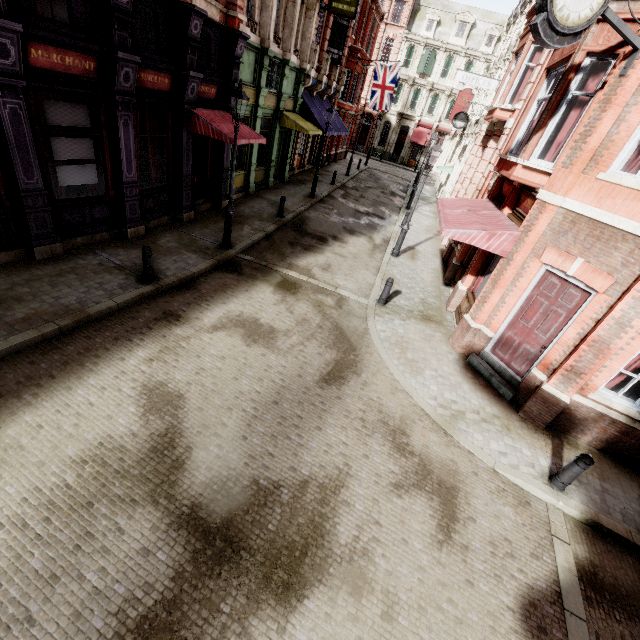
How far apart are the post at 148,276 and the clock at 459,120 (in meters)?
22.18

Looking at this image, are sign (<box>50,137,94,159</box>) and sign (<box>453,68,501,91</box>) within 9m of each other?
no

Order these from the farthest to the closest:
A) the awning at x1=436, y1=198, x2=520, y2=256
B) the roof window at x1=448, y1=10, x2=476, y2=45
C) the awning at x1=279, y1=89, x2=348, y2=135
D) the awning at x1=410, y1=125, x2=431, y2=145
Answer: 1. the awning at x1=410, y1=125, x2=431, y2=145
2. the roof window at x1=448, y1=10, x2=476, y2=45
3. the awning at x1=279, y1=89, x2=348, y2=135
4. the awning at x1=436, y1=198, x2=520, y2=256

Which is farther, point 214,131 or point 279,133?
point 279,133

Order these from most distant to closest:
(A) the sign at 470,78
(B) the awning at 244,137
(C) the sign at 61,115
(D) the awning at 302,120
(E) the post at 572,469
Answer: (A) the sign at 470,78, (D) the awning at 302,120, (B) the awning at 244,137, (C) the sign at 61,115, (E) the post at 572,469

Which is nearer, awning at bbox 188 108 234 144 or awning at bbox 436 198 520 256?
awning at bbox 436 198 520 256

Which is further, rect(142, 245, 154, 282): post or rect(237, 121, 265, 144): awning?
rect(237, 121, 265, 144): awning

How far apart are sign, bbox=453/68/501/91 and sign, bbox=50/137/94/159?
19.5 meters
